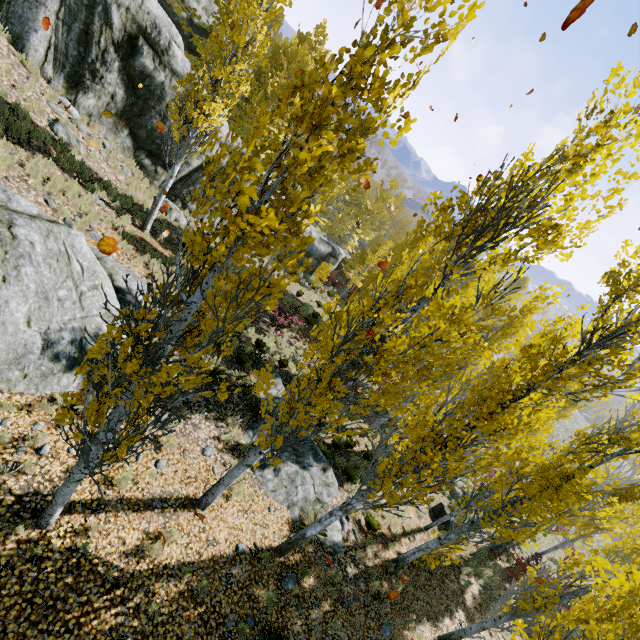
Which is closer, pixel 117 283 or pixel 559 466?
pixel 559 466

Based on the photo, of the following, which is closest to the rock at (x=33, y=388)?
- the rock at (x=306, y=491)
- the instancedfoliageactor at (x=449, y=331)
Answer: the instancedfoliageactor at (x=449, y=331)

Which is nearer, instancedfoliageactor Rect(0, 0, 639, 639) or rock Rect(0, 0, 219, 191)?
instancedfoliageactor Rect(0, 0, 639, 639)

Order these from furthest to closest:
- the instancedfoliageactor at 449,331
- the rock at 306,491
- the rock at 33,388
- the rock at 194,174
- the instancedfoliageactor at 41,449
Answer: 1. the rock at 194,174
2. the rock at 306,491
3. the rock at 33,388
4. the instancedfoliageactor at 41,449
5. the instancedfoliageactor at 449,331

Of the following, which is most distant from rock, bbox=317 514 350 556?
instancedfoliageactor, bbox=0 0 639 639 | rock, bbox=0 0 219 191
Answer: rock, bbox=0 0 219 191

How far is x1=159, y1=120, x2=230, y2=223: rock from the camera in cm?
1614
